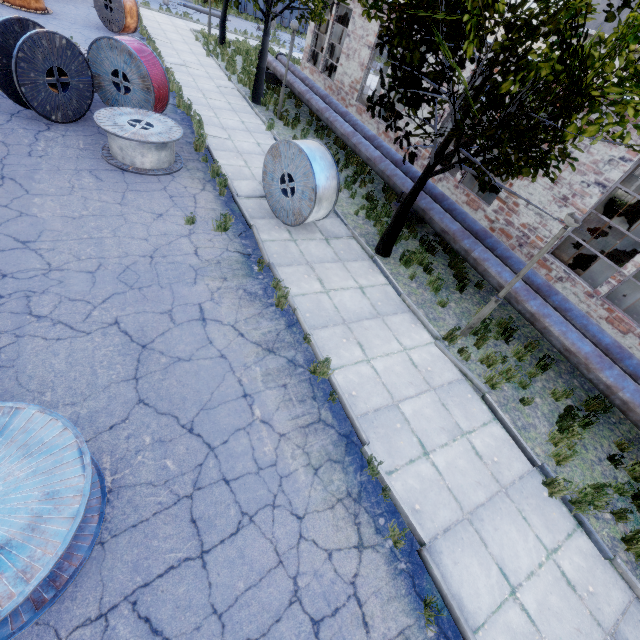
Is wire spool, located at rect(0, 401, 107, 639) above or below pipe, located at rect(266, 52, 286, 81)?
below

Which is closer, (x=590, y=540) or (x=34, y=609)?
(x=34, y=609)

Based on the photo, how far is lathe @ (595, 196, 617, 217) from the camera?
17.0 meters

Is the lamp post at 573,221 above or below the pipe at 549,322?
above

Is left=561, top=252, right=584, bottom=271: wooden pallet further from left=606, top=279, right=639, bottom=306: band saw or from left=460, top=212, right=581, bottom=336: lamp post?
left=460, top=212, right=581, bottom=336: lamp post

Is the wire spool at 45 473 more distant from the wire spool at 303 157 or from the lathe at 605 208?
the lathe at 605 208

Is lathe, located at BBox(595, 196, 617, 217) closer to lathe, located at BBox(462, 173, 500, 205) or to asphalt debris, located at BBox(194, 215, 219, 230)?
lathe, located at BBox(462, 173, 500, 205)

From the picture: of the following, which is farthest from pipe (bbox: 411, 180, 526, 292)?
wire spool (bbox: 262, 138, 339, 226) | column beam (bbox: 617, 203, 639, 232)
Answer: column beam (bbox: 617, 203, 639, 232)
